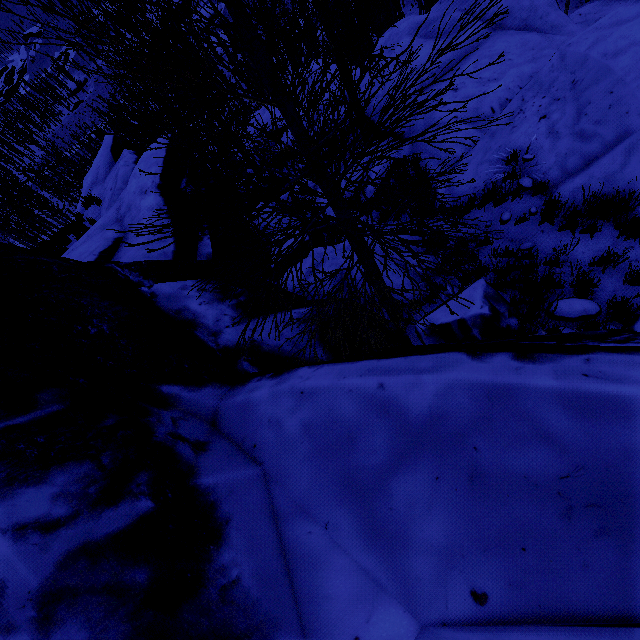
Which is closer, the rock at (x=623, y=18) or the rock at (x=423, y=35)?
the rock at (x=623, y=18)

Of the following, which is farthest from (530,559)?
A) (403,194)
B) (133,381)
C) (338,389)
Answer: (403,194)

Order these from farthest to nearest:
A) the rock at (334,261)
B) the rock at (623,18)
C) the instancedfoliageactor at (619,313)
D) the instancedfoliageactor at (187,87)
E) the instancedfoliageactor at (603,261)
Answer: the rock at (334,261), the rock at (623,18), the instancedfoliageactor at (603,261), the instancedfoliageactor at (619,313), the instancedfoliageactor at (187,87)

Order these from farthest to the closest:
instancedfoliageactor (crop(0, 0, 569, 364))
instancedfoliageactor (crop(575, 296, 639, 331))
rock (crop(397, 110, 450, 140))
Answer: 1. rock (crop(397, 110, 450, 140))
2. instancedfoliageactor (crop(575, 296, 639, 331))
3. instancedfoliageactor (crop(0, 0, 569, 364))

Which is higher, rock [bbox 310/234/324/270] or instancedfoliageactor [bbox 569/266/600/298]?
instancedfoliageactor [bbox 569/266/600/298]

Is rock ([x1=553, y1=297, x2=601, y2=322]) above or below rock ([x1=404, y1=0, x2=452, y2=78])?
above

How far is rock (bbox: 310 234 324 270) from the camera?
7.11m
